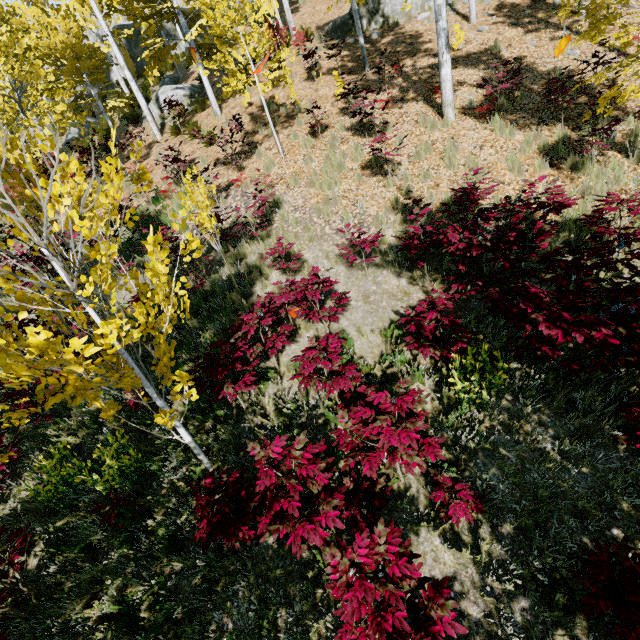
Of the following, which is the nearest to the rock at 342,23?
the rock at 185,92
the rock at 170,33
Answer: the rock at 185,92

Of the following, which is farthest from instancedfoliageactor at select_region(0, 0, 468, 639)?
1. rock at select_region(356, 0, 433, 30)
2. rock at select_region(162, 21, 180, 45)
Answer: rock at select_region(356, 0, 433, 30)

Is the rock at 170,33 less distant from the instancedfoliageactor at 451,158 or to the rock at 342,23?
the instancedfoliageactor at 451,158

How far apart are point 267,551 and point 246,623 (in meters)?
0.63

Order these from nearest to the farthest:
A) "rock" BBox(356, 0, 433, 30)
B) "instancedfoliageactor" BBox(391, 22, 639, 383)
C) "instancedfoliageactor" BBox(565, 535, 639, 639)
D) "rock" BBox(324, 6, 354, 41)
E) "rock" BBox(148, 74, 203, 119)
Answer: "instancedfoliageactor" BBox(565, 535, 639, 639), "instancedfoliageactor" BBox(391, 22, 639, 383), "rock" BBox(356, 0, 433, 30), "rock" BBox(324, 6, 354, 41), "rock" BBox(148, 74, 203, 119)

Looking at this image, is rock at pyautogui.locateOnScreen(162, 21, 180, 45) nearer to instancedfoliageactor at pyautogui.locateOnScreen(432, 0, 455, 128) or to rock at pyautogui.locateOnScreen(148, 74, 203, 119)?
instancedfoliageactor at pyautogui.locateOnScreen(432, 0, 455, 128)

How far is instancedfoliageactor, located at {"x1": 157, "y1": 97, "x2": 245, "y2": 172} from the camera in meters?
9.3 m
